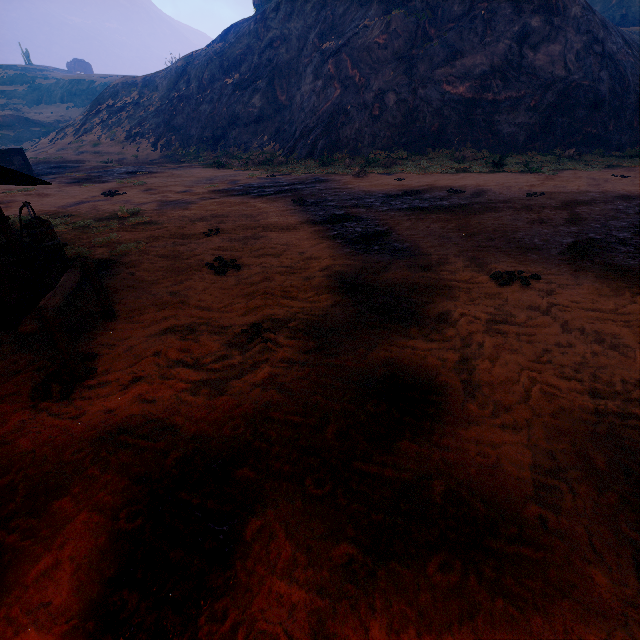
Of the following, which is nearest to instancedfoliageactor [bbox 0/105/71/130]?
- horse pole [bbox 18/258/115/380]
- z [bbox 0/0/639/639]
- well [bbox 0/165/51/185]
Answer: z [bbox 0/0/639/639]

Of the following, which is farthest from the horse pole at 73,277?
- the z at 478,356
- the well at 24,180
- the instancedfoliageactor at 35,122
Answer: the instancedfoliageactor at 35,122

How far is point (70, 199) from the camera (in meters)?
14.30

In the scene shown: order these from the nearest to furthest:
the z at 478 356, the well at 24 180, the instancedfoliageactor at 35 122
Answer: the z at 478 356 < the well at 24 180 < the instancedfoliageactor at 35 122

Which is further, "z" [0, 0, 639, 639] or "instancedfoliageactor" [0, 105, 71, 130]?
"instancedfoliageactor" [0, 105, 71, 130]

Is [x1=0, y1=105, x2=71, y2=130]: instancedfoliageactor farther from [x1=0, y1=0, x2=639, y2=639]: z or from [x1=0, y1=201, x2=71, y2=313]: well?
[x1=0, y1=201, x2=71, y2=313]: well

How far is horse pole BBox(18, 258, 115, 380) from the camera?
3.2m

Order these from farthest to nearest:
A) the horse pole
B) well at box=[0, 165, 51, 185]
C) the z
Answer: well at box=[0, 165, 51, 185], the horse pole, the z
